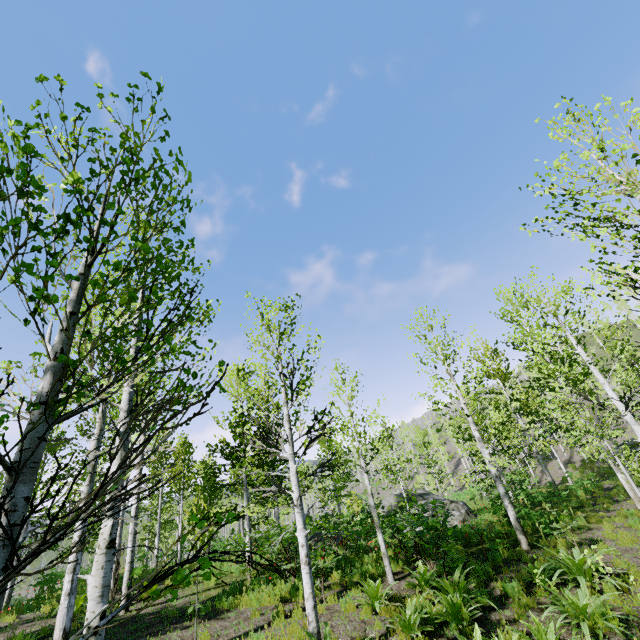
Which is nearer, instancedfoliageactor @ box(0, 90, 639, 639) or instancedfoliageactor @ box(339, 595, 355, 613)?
instancedfoliageactor @ box(0, 90, 639, 639)

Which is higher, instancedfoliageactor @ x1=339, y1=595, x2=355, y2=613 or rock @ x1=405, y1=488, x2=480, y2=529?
rock @ x1=405, y1=488, x2=480, y2=529

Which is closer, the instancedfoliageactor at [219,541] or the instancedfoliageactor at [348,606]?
the instancedfoliageactor at [219,541]

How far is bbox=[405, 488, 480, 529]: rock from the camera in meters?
15.2 m

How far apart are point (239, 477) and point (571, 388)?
11.98m

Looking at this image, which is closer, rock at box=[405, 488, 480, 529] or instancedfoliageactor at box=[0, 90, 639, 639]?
instancedfoliageactor at box=[0, 90, 639, 639]

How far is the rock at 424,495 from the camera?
15.2 meters
